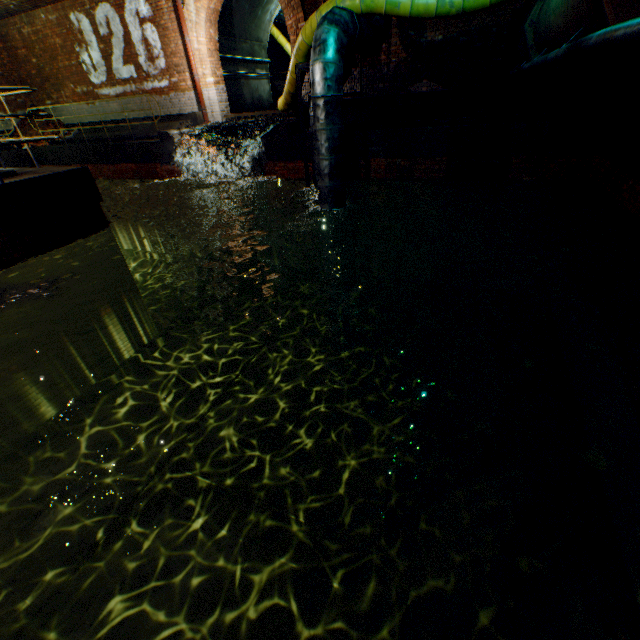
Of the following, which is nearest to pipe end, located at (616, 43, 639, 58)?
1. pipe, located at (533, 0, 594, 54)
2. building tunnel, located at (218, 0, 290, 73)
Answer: pipe, located at (533, 0, 594, 54)

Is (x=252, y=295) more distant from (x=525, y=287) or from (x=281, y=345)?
(x=525, y=287)

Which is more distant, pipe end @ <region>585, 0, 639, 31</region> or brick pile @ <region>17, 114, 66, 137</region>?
brick pile @ <region>17, 114, 66, 137</region>

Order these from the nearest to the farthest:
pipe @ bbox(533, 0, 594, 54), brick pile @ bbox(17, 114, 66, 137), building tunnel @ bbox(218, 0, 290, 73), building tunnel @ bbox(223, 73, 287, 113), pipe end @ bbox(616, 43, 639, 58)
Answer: pipe end @ bbox(616, 43, 639, 58), pipe @ bbox(533, 0, 594, 54), building tunnel @ bbox(218, 0, 290, 73), building tunnel @ bbox(223, 73, 287, 113), brick pile @ bbox(17, 114, 66, 137)

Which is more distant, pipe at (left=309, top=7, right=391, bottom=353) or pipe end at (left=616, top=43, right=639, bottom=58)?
pipe at (left=309, top=7, right=391, bottom=353)

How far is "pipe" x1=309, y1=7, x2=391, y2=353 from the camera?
5.51m

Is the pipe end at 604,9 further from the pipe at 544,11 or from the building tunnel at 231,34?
the building tunnel at 231,34

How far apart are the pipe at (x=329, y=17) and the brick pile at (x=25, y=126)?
14.6 meters
